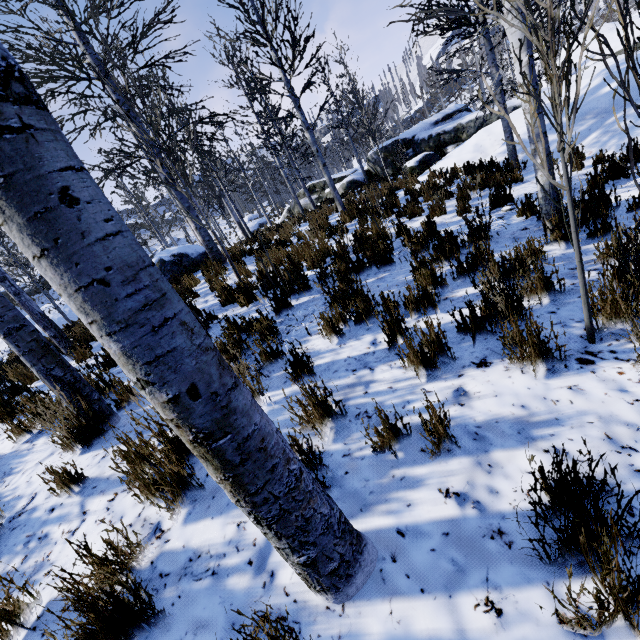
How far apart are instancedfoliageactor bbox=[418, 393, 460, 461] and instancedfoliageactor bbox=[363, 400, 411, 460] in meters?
0.1 m

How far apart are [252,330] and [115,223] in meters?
2.9

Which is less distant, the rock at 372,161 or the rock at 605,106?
the rock at 605,106

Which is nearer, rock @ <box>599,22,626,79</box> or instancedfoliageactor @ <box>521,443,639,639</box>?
instancedfoliageactor @ <box>521,443,639,639</box>

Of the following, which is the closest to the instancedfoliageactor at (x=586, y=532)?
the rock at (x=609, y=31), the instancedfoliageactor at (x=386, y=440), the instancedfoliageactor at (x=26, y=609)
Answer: the rock at (x=609, y=31)

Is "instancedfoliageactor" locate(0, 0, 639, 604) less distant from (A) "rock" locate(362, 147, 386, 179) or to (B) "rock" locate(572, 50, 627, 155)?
(A) "rock" locate(362, 147, 386, 179)

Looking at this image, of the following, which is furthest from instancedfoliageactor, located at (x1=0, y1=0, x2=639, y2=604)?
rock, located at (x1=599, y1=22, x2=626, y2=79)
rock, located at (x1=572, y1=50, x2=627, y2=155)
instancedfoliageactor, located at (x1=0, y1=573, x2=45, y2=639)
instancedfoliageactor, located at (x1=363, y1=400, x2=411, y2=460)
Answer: instancedfoliageactor, located at (x1=363, y1=400, x2=411, y2=460)

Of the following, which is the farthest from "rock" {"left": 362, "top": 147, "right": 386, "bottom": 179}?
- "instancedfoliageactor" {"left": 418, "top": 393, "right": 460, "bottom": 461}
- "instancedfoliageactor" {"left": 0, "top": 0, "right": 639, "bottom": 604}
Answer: "instancedfoliageactor" {"left": 418, "top": 393, "right": 460, "bottom": 461}
